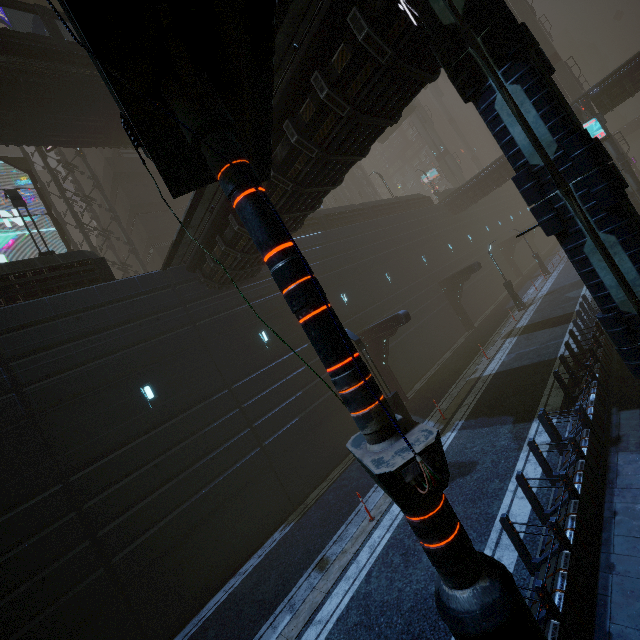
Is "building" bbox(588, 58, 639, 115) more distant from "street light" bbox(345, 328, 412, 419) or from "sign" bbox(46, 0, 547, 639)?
"street light" bbox(345, 328, 412, 419)

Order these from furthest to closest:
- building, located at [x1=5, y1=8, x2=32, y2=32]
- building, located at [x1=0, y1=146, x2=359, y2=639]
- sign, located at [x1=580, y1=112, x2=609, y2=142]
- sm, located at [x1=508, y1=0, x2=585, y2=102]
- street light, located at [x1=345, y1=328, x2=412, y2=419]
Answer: sm, located at [x1=508, y1=0, x2=585, y2=102] < building, located at [x1=5, y1=8, x2=32, y2=32] < sign, located at [x1=580, y1=112, x2=609, y2=142] < street light, located at [x1=345, y1=328, x2=412, y2=419] < building, located at [x1=0, y1=146, x2=359, y2=639]

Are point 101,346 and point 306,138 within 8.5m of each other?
no

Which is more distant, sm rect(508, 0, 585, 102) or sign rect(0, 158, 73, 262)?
sm rect(508, 0, 585, 102)

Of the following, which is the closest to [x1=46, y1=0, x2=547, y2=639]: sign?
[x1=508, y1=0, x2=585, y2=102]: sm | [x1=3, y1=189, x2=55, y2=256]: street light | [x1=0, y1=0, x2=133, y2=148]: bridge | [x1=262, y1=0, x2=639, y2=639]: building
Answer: [x1=262, y1=0, x2=639, y2=639]: building

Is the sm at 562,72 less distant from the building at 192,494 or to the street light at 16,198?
the building at 192,494

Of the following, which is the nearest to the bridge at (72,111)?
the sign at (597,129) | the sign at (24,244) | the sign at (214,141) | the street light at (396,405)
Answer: the sign at (24,244)

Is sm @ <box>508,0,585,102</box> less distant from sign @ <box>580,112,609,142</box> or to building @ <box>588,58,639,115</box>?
building @ <box>588,58,639,115</box>
